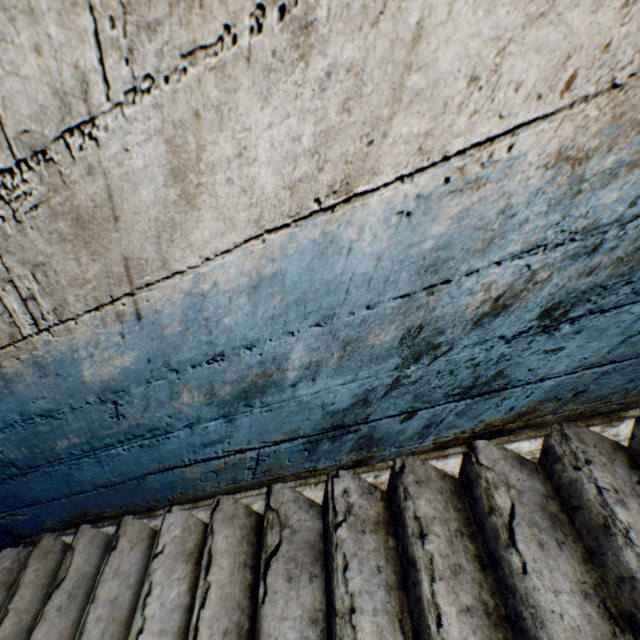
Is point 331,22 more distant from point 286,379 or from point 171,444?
point 171,444
